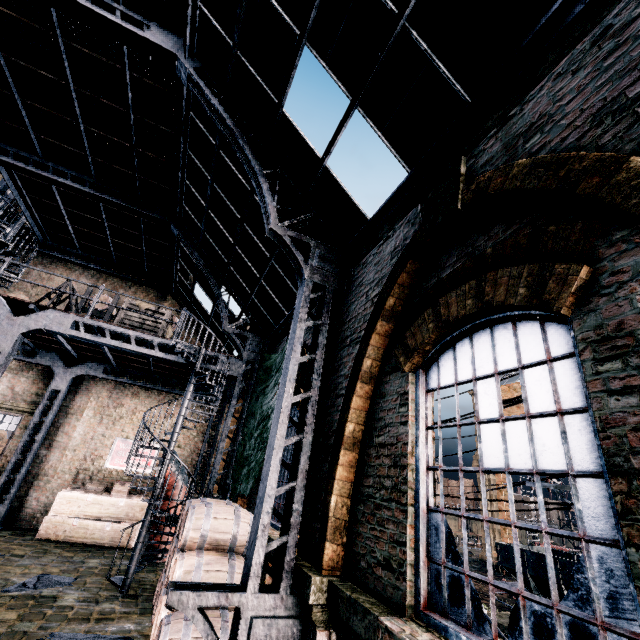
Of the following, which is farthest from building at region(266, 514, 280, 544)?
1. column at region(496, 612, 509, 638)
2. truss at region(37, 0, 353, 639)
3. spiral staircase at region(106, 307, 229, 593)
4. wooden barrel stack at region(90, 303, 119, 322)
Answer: column at region(496, 612, 509, 638)

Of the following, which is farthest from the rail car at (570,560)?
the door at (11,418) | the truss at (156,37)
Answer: the door at (11,418)

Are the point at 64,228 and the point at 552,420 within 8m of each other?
no

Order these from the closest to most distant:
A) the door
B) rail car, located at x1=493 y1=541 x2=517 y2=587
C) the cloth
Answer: the cloth, the door, rail car, located at x1=493 y1=541 x2=517 y2=587

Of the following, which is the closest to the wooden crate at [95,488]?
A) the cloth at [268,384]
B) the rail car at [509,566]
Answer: the cloth at [268,384]

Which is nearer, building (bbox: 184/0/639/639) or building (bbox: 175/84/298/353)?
building (bbox: 184/0/639/639)

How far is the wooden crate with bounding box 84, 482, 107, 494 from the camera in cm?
1229

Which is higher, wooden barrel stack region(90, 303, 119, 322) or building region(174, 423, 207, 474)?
wooden barrel stack region(90, 303, 119, 322)
